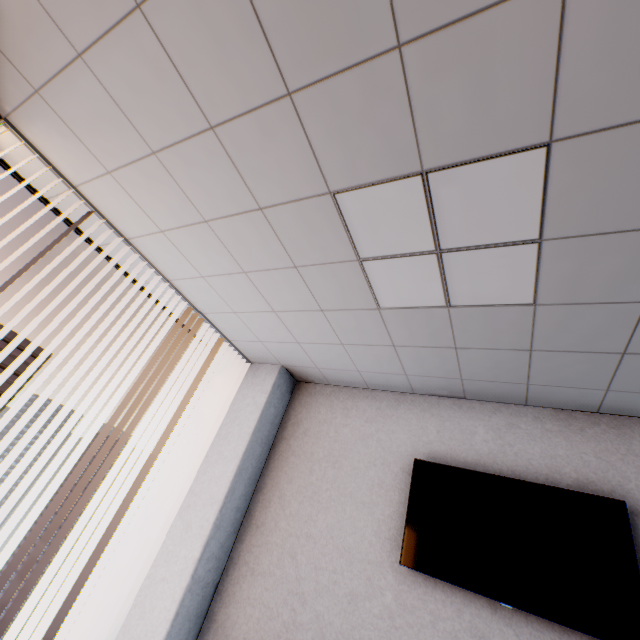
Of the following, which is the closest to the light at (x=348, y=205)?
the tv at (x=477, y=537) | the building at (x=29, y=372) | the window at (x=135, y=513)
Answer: the tv at (x=477, y=537)

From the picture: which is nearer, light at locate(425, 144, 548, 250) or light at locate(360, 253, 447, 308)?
light at locate(425, 144, 548, 250)

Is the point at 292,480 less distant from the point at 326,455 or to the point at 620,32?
the point at 326,455

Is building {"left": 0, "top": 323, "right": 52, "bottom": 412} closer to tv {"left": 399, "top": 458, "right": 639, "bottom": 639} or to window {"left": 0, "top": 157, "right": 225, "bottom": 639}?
window {"left": 0, "top": 157, "right": 225, "bottom": 639}

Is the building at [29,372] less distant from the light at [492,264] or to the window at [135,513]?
the window at [135,513]

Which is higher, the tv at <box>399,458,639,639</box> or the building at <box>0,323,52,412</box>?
the building at <box>0,323,52,412</box>

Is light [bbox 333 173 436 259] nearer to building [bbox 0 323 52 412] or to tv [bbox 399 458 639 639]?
tv [bbox 399 458 639 639]
